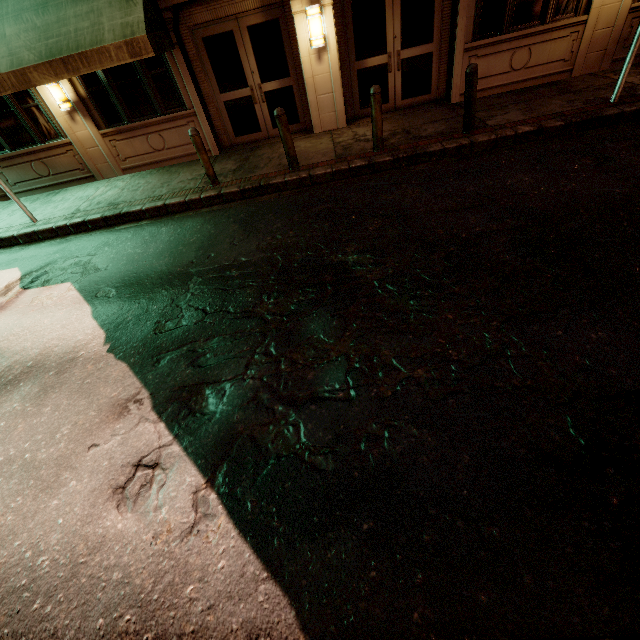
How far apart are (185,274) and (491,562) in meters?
5.3

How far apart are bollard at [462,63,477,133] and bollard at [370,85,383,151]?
1.7 meters

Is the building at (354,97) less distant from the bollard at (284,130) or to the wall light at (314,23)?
the wall light at (314,23)

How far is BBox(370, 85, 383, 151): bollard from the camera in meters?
6.6 m

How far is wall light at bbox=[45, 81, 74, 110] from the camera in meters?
8.4 m

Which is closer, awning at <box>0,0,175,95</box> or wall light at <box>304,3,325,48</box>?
awning at <box>0,0,175,95</box>

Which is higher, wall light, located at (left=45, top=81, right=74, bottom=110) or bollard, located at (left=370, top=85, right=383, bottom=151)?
wall light, located at (left=45, top=81, right=74, bottom=110)

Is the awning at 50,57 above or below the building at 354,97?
above
